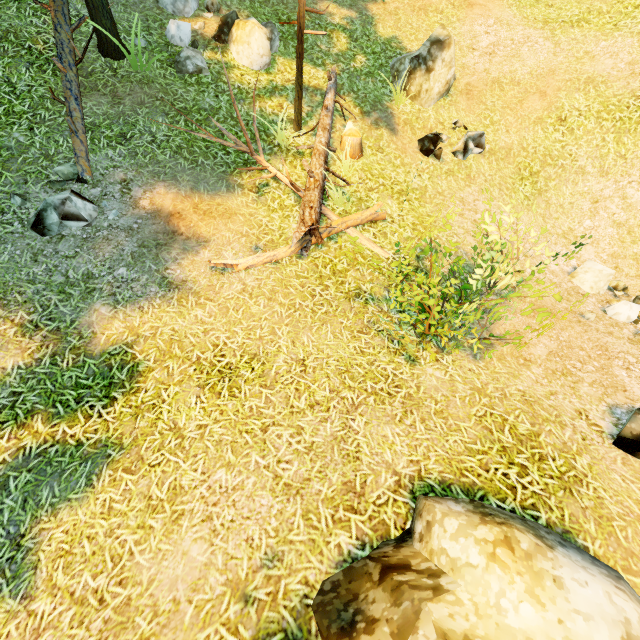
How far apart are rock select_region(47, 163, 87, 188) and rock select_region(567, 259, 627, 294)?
10.6 meters

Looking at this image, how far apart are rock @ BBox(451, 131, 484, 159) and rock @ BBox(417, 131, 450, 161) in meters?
0.4 m

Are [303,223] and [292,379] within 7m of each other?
yes

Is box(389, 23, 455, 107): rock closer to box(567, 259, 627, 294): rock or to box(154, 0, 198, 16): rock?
box(154, 0, 198, 16): rock

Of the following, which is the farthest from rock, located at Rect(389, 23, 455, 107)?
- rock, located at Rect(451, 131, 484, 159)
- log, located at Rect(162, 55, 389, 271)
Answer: log, located at Rect(162, 55, 389, 271)

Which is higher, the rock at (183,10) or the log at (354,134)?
the rock at (183,10)

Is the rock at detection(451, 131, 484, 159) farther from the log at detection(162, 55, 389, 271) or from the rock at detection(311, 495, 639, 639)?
the rock at detection(311, 495, 639, 639)

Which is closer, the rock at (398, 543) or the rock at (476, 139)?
the rock at (398, 543)
